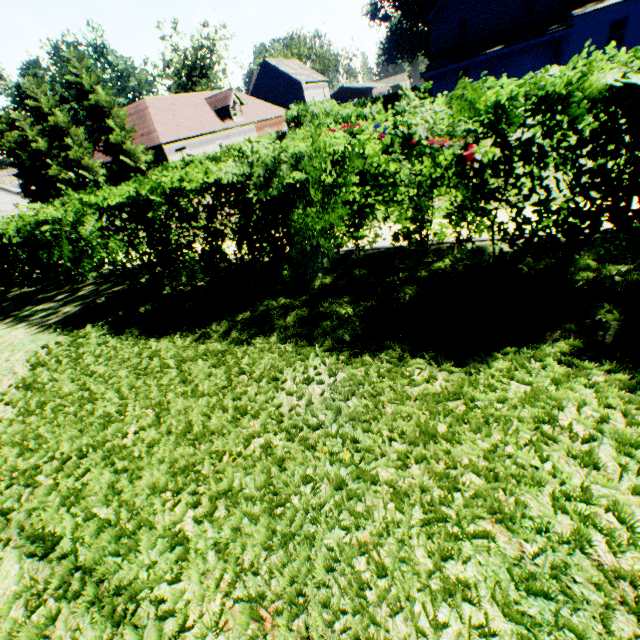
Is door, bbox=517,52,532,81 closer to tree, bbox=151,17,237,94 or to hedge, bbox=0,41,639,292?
hedge, bbox=0,41,639,292

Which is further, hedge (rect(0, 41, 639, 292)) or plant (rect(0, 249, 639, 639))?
hedge (rect(0, 41, 639, 292))

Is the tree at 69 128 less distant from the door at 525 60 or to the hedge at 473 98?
the hedge at 473 98

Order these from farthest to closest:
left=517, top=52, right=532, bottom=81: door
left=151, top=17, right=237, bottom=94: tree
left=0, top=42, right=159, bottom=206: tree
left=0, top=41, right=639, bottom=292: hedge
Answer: left=151, top=17, right=237, bottom=94: tree
left=517, top=52, right=532, bottom=81: door
left=0, top=42, right=159, bottom=206: tree
left=0, top=41, right=639, bottom=292: hedge

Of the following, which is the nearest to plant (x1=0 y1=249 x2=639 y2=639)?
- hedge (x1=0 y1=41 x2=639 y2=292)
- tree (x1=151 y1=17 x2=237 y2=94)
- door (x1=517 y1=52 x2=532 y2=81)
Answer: tree (x1=151 y1=17 x2=237 y2=94)

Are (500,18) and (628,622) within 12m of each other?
no

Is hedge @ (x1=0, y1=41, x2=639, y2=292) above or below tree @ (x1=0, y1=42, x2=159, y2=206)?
below

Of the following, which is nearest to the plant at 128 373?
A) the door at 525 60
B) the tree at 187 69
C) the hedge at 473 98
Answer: the tree at 187 69
